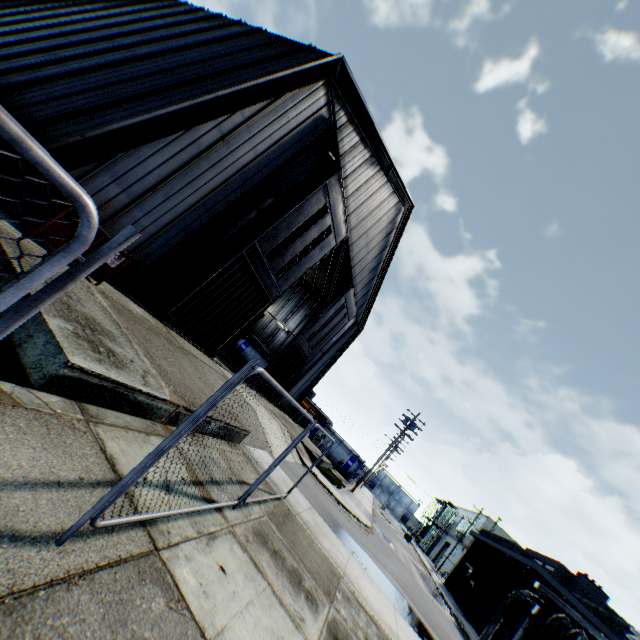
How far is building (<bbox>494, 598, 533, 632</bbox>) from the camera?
22.4m

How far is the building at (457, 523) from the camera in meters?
49.0

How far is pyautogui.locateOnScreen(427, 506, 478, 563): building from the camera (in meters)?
48.97

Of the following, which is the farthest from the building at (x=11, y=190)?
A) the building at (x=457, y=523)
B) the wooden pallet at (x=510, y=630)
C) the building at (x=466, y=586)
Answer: the building at (x=457, y=523)

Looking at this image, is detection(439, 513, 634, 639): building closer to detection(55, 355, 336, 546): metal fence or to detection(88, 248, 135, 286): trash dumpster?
detection(55, 355, 336, 546): metal fence

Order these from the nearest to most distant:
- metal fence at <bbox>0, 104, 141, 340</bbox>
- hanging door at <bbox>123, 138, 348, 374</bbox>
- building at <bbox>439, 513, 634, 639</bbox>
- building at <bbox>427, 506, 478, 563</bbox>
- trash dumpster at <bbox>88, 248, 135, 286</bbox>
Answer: metal fence at <bbox>0, 104, 141, 340</bbox> < trash dumpster at <bbox>88, 248, 135, 286</bbox> < hanging door at <bbox>123, 138, 348, 374</bbox> < building at <bbox>439, 513, 634, 639</bbox> < building at <bbox>427, 506, 478, 563</bbox>

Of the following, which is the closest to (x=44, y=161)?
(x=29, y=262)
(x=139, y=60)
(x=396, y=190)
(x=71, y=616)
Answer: (x=71, y=616)

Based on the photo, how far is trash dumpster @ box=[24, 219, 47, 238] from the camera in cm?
696
